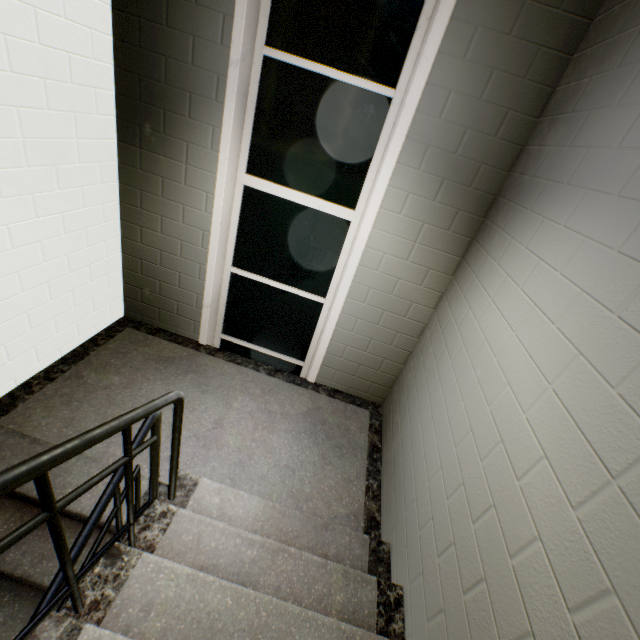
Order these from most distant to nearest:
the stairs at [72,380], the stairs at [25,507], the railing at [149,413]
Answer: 1. the stairs at [25,507]
2. the stairs at [72,380]
3. the railing at [149,413]

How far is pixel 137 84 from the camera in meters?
2.4 m

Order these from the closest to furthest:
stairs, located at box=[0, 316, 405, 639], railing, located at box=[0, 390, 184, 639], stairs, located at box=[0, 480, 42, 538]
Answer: railing, located at box=[0, 390, 184, 639] < stairs, located at box=[0, 316, 405, 639] < stairs, located at box=[0, 480, 42, 538]

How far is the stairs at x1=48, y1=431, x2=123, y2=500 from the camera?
2.0m

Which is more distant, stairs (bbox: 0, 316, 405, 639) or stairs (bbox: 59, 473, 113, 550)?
stairs (bbox: 59, 473, 113, 550)

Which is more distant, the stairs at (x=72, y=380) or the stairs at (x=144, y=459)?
the stairs at (x=144, y=459)
